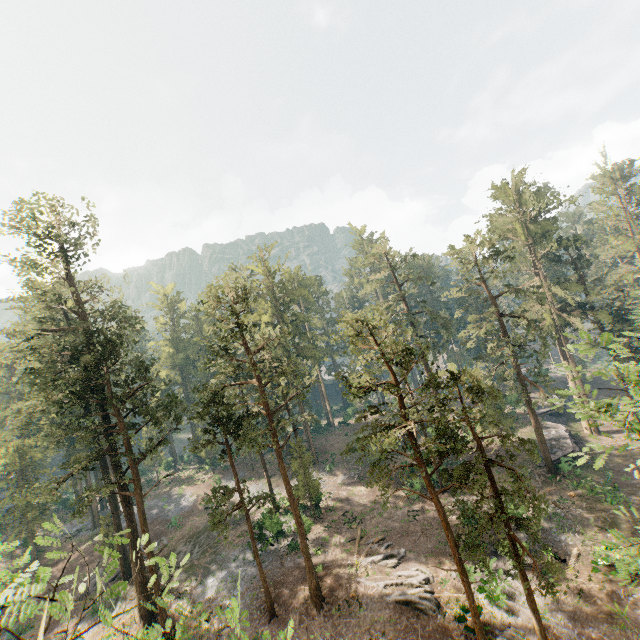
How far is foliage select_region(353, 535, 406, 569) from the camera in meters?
26.4

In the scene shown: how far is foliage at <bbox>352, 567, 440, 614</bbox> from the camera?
22.1 meters

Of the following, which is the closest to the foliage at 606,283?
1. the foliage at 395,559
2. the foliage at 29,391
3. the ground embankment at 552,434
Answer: the foliage at 29,391

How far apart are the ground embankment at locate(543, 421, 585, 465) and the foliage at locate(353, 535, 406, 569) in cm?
1997

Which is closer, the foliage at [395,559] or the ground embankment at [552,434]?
the foliage at [395,559]

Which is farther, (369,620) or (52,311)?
(52,311)

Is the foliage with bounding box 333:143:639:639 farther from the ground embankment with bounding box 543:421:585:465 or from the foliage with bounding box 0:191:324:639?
the ground embankment with bounding box 543:421:585:465

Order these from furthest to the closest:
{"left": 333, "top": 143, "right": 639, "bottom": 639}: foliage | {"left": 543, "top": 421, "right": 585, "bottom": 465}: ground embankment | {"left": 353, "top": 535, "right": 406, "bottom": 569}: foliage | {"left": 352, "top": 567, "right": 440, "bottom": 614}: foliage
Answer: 1. {"left": 543, "top": 421, "right": 585, "bottom": 465}: ground embankment
2. {"left": 353, "top": 535, "right": 406, "bottom": 569}: foliage
3. {"left": 352, "top": 567, "right": 440, "bottom": 614}: foliage
4. {"left": 333, "top": 143, "right": 639, "bottom": 639}: foliage
